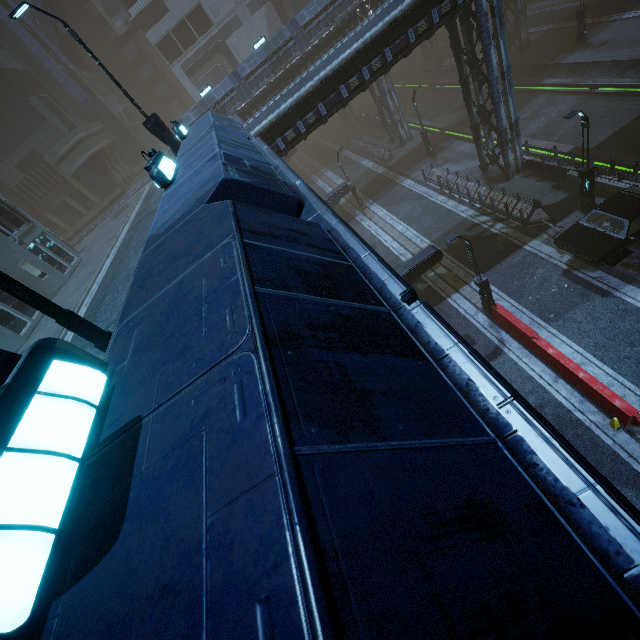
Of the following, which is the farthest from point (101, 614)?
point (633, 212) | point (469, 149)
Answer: point (469, 149)

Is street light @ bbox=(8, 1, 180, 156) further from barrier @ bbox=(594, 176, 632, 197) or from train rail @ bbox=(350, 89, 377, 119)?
train rail @ bbox=(350, 89, 377, 119)

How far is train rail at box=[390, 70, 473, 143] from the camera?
31.9 meters

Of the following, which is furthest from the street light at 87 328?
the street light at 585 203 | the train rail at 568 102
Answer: the train rail at 568 102

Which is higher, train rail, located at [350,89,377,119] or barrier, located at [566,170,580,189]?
barrier, located at [566,170,580,189]

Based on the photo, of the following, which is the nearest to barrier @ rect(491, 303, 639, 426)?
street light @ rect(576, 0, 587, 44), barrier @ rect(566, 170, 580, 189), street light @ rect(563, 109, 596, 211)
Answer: street light @ rect(563, 109, 596, 211)

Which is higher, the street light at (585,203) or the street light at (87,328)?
the street light at (87,328)

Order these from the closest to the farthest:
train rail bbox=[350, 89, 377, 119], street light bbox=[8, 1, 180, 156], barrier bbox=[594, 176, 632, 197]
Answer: street light bbox=[8, 1, 180, 156], barrier bbox=[594, 176, 632, 197], train rail bbox=[350, 89, 377, 119]
